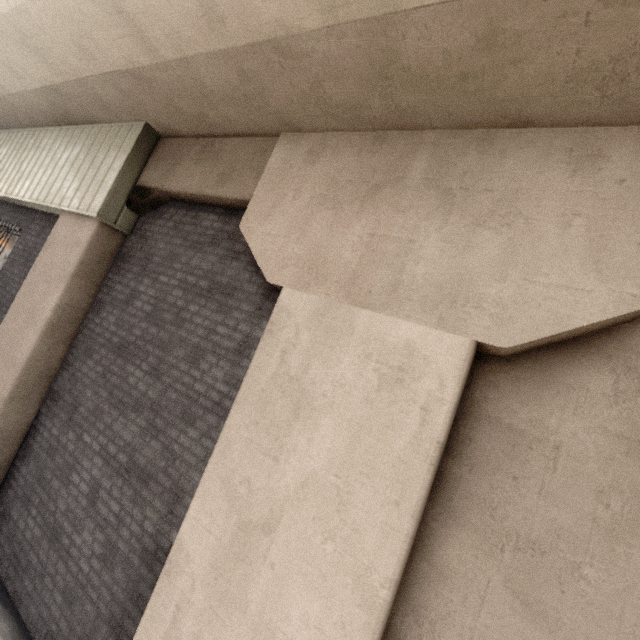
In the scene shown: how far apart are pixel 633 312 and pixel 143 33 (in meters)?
5.32

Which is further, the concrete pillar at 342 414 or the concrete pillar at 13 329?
the concrete pillar at 13 329

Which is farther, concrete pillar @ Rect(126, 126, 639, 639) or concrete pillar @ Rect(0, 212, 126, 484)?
concrete pillar @ Rect(0, 212, 126, 484)
